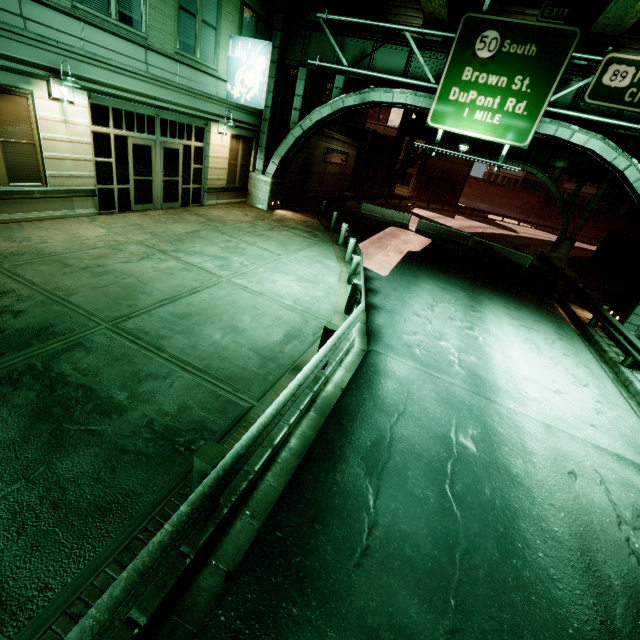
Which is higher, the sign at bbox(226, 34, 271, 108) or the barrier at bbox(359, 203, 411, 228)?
the sign at bbox(226, 34, 271, 108)

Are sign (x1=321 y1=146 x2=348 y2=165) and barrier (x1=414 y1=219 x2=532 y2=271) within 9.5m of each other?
no

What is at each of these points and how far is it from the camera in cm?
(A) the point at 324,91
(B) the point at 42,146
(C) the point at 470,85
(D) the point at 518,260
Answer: (A) building, 3186
(B) building, 912
(C) sign, 1274
(D) barrier, 2156

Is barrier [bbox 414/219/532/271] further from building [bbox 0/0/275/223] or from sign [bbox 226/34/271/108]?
sign [bbox 226/34/271/108]

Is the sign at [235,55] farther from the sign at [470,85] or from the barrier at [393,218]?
the barrier at [393,218]

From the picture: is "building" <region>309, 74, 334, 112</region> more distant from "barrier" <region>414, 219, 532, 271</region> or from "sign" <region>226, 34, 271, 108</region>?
"barrier" <region>414, 219, 532, 271</region>

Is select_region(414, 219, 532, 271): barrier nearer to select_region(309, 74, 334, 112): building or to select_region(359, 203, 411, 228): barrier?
select_region(359, 203, 411, 228): barrier

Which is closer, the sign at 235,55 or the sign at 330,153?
the sign at 235,55
